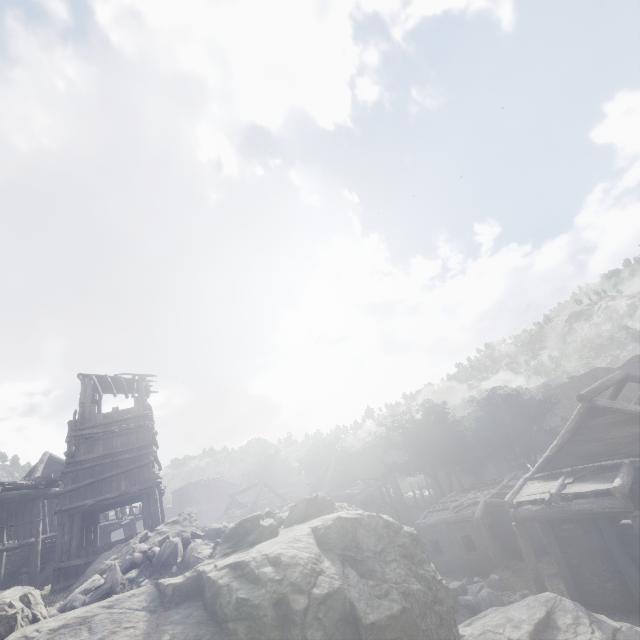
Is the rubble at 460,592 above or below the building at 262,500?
below

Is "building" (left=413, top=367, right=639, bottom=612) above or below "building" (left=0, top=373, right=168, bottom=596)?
below

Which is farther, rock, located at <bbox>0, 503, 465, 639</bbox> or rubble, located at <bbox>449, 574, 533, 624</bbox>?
rubble, located at <bbox>449, 574, 533, 624</bbox>

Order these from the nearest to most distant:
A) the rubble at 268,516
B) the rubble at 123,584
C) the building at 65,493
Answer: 1. the rubble at 123,584
2. the rubble at 268,516
3. the building at 65,493

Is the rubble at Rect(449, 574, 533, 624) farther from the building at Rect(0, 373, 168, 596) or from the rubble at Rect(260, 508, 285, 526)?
the rubble at Rect(260, 508, 285, 526)

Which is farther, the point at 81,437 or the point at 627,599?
the point at 81,437

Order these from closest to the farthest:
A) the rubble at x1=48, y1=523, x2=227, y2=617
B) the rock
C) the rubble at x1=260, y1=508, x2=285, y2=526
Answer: the rock, the rubble at x1=48, y1=523, x2=227, y2=617, the rubble at x1=260, y1=508, x2=285, y2=526

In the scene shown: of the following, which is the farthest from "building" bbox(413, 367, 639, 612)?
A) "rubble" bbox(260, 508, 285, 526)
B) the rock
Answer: "rubble" bbox(260, 508, 285, 526)
